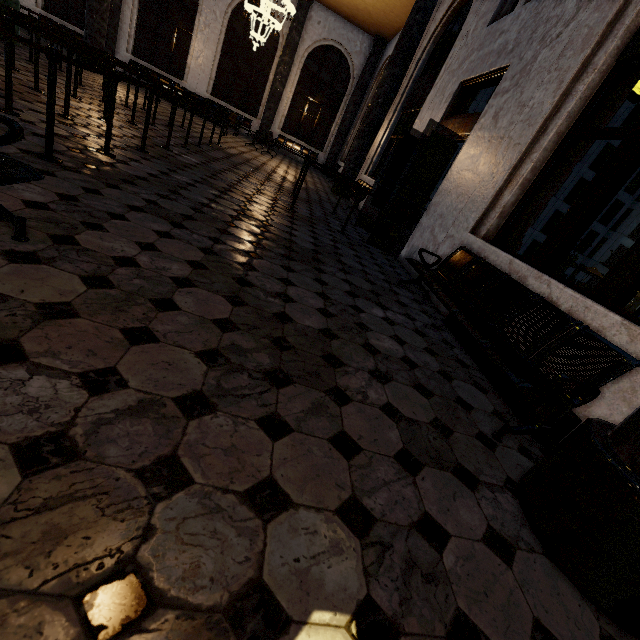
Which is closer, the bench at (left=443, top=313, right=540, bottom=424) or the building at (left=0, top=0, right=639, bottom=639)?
the building at (left=0, top=0, right=639, bottom=639)

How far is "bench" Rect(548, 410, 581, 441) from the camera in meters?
2.2 m

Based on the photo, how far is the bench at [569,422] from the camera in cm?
224

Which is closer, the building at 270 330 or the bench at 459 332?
the building at 270 330

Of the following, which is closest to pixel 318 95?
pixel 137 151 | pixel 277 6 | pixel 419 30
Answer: pixel 277 6

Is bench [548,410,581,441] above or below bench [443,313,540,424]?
above
